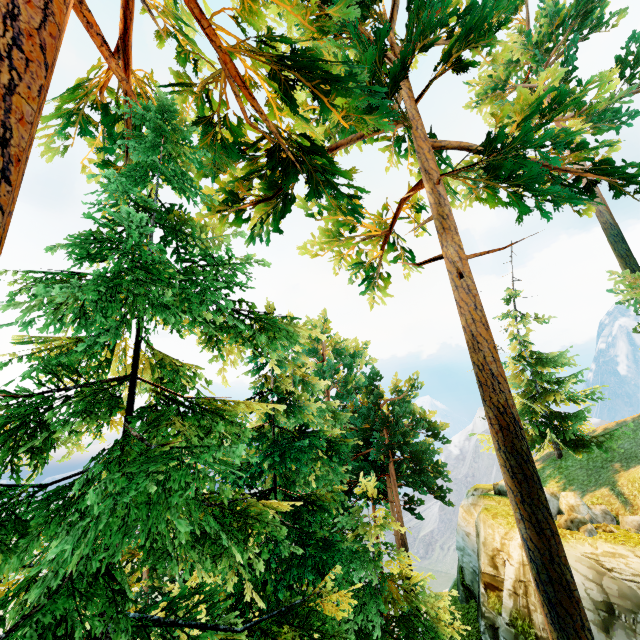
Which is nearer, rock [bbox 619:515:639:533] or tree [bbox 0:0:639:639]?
tree [bbox 0:0:639:639]

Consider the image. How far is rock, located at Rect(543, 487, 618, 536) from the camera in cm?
1224

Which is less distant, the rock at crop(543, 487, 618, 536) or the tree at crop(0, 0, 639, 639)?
the tree at crop(0, 0, 639, 639)

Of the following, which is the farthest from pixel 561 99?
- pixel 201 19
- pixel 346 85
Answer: pixel 201 19

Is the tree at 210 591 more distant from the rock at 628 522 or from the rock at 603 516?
the rock at 628 522

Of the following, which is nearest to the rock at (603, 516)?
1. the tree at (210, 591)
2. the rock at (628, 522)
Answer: the rock at (628, 522)

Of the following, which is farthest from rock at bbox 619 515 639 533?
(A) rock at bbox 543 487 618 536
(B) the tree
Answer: (B) the tree
